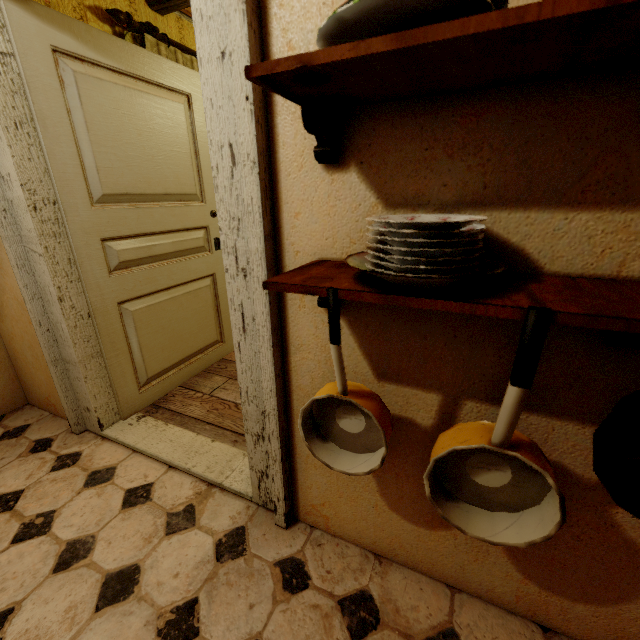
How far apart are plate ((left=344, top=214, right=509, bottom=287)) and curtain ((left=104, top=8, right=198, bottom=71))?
2.73m

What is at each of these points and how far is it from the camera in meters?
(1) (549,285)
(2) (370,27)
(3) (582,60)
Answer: (1) shelf, 0.6
(2) plate, 0.5
(3) shelf, 0.5

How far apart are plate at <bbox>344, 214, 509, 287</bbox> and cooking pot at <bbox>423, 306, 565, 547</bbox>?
0.1m

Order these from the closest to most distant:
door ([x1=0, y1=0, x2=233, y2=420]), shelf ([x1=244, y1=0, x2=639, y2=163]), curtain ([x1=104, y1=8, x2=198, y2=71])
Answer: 1. shelf ([x1=244, y1=0, x2=639, y2=163])
2. door ([x1=0, y1=0, x2=233, y2=420])
3. curtain ([x1=104, y1=8, x2=198, y2=71])

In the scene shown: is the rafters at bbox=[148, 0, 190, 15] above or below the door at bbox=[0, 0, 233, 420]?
above

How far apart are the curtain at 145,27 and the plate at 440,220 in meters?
2.7 m

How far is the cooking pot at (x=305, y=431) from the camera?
0.7 meters

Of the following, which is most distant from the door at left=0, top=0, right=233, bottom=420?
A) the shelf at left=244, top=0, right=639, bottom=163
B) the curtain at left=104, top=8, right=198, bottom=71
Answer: the shelf at left=244, top=0, right=639, bottom=163
